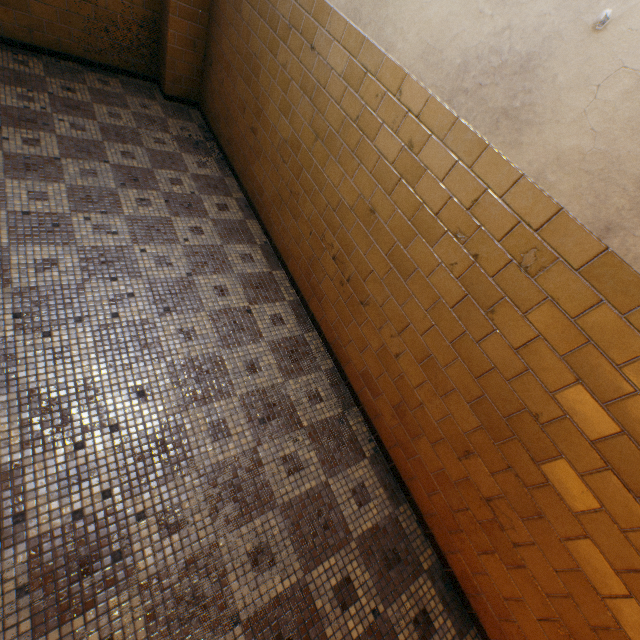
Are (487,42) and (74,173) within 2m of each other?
no
